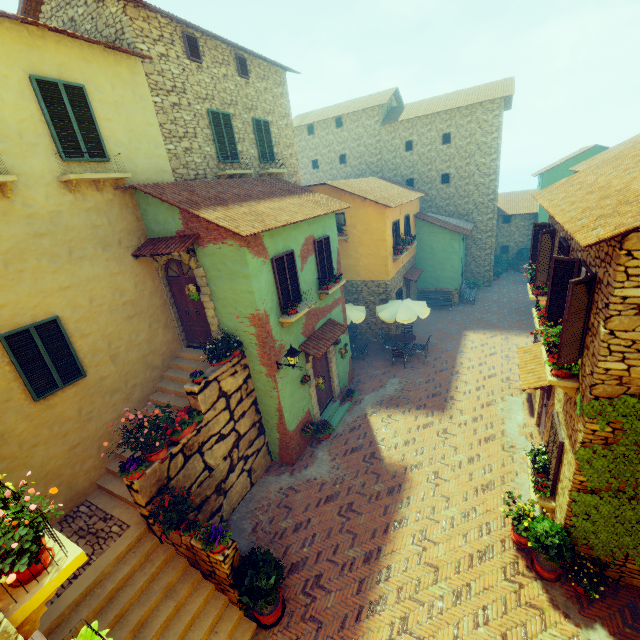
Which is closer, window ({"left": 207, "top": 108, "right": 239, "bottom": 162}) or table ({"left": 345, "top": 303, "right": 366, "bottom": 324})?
window ({"left": 207, "top": 108, "right": 239, "bottom": 162})

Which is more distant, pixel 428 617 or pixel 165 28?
pixel 165 28

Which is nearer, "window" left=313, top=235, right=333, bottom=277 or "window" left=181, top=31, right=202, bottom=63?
"window" left=181, top=31, right=202, bottom=63

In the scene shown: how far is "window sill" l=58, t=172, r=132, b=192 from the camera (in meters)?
7.34

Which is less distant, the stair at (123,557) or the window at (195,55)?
the stair at (123,557)

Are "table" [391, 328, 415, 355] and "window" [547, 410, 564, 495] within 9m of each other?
yes

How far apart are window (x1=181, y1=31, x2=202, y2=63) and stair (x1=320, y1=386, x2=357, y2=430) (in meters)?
12.80

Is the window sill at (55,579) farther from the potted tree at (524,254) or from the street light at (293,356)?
the potted tree at (524,254)
